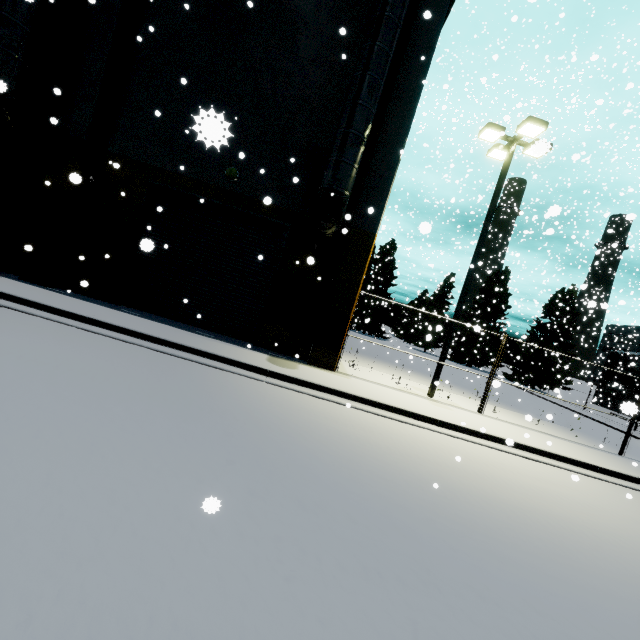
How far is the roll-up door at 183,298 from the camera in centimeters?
1134cm

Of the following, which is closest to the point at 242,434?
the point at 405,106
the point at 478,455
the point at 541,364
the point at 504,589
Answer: the point at 504,589

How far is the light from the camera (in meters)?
10.27

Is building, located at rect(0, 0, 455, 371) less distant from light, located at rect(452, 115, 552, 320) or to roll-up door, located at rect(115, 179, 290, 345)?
roll-up door, located at rect(115, 179, 290, 345)

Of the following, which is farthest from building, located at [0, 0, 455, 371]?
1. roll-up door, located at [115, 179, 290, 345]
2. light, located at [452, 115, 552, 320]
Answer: light, located at [452, 115, 552, 320]

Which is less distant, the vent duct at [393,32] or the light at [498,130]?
the vent duct at [393,32]
